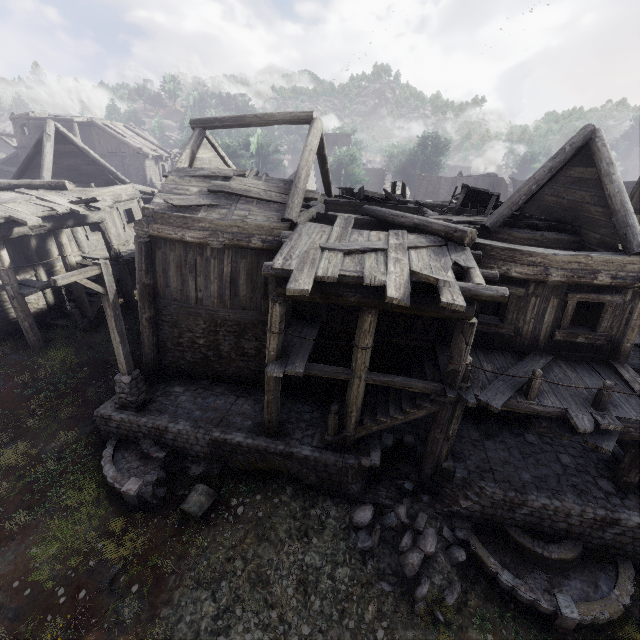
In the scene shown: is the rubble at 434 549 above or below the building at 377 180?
below

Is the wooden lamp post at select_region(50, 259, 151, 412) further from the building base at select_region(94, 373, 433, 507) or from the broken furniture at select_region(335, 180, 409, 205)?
the broken furniture at select_region(335, 180, 409, 205)

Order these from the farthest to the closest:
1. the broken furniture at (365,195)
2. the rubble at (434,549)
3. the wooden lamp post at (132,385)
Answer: the broken furniture at (365,195) < the wooden lamp post at (132,385) < the rubble at (434,549)

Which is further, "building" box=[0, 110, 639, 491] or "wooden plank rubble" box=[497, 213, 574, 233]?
"wooden plank rubble" box=[497, 213, 574, 233]

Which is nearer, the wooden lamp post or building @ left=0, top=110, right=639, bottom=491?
building @ left=0, top=110, right=639, bottom=491

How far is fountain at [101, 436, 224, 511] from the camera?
8.82m

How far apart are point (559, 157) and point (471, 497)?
10.8m

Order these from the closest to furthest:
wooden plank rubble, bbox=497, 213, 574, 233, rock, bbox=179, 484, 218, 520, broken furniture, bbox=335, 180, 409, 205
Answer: rock, bbox=179, 484, 218, 520, wooden plank rubble, bbox=497, 213, 574, 233, broken furniture, bbox=335, 180, 409, 205
